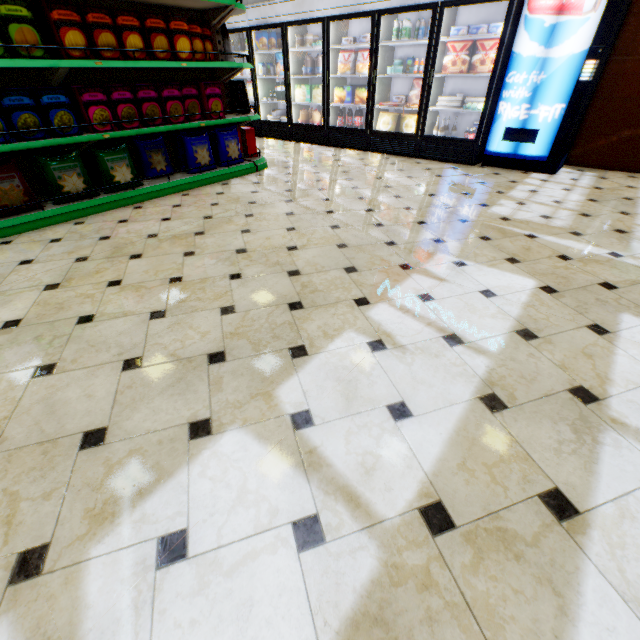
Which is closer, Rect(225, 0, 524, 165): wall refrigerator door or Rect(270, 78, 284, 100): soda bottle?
Rect(225, 0, 524, 165): wall refrigerator door

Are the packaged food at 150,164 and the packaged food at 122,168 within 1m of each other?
yes

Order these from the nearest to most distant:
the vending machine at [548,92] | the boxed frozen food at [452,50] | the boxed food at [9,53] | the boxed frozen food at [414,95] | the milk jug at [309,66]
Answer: the boxed food at [9,53] → the vending machine at [548,92] → the boxed frozen food at [452,50] → the boxed frozen food at [414,95] → the milk jug at [309,66]

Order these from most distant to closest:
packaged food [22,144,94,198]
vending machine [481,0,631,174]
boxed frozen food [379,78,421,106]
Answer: boxed frozen food [379,78,421,106] < vending machine [481,0,631,174] < packaged food [22,144,94,198]

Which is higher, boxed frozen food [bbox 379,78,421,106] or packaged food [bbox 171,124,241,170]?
boxed frozen food [bbox 379,78,421,106]

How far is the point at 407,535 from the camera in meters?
1.1

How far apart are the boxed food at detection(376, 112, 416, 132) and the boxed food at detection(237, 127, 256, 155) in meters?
2.4 m

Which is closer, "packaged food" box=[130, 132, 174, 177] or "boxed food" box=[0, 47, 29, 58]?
"boxed food" box=[0, 47, 29, 58]
